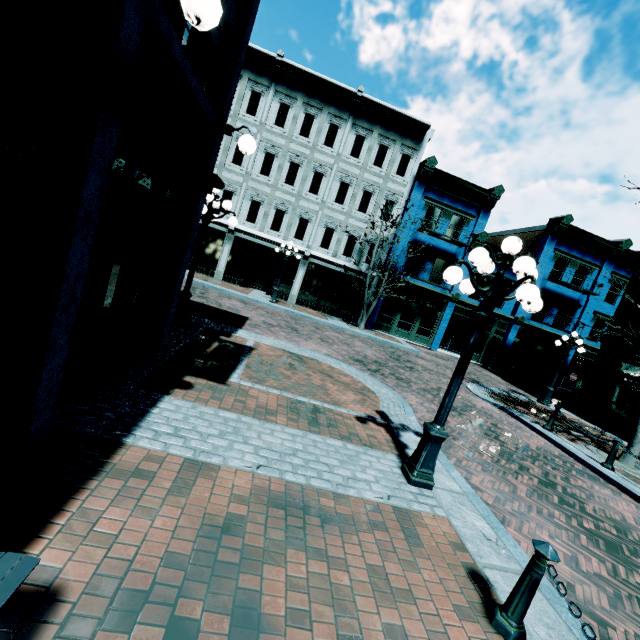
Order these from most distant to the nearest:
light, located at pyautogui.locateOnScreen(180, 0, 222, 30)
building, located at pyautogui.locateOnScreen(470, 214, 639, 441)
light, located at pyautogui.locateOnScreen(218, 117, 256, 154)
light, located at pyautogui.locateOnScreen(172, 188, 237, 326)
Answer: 1. building, located at pyautogui.locateOnScreen(470, 214, 639, 441)
2. light, located at pyautogui.locateOnScreen(172, 188, 237, 326)
3. light, located at pyautogui.locateOnScreen(218, 117, 256, 154)
4. light, located at pyautogui.locateOnScreen(180, 0, 222, 30)

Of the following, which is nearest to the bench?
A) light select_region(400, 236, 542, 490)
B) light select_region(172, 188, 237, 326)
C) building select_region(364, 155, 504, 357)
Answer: light select_region(400, 236, 542, 490)

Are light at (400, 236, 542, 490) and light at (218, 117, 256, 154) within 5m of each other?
yes

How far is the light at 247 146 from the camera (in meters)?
5.30

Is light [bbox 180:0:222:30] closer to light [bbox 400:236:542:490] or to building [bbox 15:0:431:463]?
building [bbox 15:0:431:463]

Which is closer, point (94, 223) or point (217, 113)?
point (94, 223)

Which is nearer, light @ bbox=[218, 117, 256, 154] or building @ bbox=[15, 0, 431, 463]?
building @ bbox=[15, 0, 431, 463]

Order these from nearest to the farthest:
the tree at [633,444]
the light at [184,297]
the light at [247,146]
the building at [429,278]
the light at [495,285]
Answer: the light at [495,285], the light at [247,146], the light at [184,297], the tree at [633,444], the building at [429,278]
